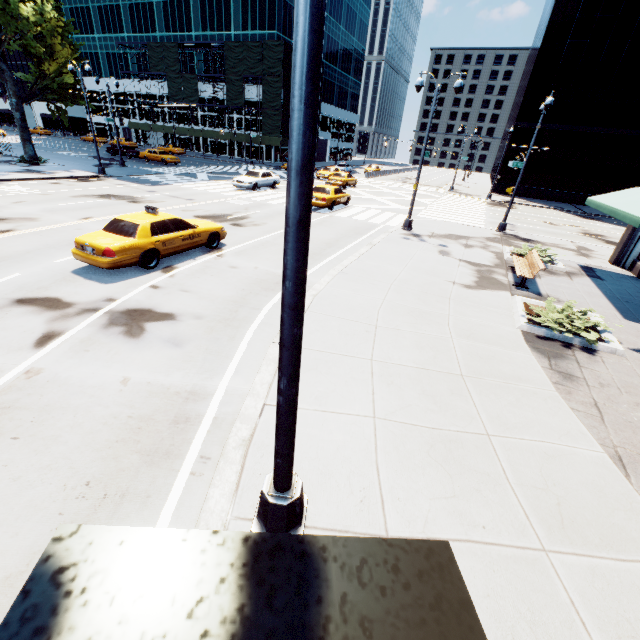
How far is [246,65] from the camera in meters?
47.6

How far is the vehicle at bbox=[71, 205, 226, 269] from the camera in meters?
9.3 m

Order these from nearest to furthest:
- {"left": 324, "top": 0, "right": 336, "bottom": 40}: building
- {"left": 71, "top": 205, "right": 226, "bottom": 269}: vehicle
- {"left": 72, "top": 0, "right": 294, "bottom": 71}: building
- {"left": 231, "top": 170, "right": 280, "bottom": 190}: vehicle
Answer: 1. {"left": 71, "top": 205, "right": 226, "bottom": 269}: vehicle
2. {"left": 231, "top": 170, "right": 280, "bottom": 190}: vehicle
3. {"left": 72, "top": 0, "right": 294, "bottom": 71}: building
4. {"left": 324, "top": 0, "right": 336, "bottom": 40}: building

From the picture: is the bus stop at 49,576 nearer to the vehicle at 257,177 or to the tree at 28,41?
the tree at 28,41

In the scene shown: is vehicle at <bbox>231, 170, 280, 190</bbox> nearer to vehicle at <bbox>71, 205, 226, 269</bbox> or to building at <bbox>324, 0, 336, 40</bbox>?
vehicle at <bbox>71, 205, 226, 269</bbox>

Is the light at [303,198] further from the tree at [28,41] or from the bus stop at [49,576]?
the tree at [28,41]

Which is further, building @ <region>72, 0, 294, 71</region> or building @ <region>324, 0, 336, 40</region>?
building @ <region>324, 0, 336, 40</region>

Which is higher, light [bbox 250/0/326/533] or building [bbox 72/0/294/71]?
building [bbox 72/0/294/71]
